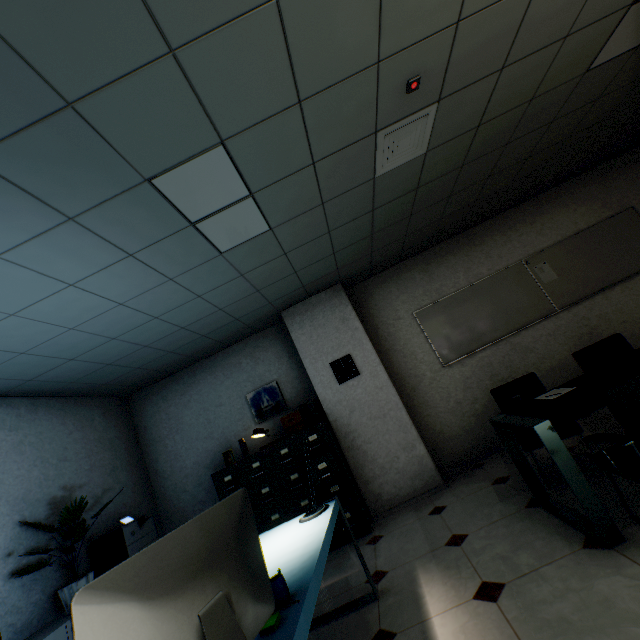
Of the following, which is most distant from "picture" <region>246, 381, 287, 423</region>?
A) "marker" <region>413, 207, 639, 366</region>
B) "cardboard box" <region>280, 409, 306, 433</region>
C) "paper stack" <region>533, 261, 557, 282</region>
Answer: "paper stack" <region>533, 261, 557, 282</region>

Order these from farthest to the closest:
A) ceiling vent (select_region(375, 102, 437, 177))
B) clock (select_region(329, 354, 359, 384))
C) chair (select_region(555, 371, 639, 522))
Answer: clock (select_region(329, 354, 359, 384)) → ceiling vent (select_region(375, 102, 437, 177)) → chair (select_region(555, 371, 639, 522))

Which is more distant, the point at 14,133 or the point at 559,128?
the point at 559,128

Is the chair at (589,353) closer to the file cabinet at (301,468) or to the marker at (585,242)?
the marker at (585,242)

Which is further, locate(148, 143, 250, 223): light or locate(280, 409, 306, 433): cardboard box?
locate(280, 409, 306, 433): cardboard box

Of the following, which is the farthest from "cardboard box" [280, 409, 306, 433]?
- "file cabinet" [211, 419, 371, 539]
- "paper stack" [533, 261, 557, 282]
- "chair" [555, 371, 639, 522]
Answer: "paper stack" [533, 261, 557, 282]

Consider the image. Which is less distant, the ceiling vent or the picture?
the ceiling vent

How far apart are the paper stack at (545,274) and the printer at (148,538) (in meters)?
6.19
